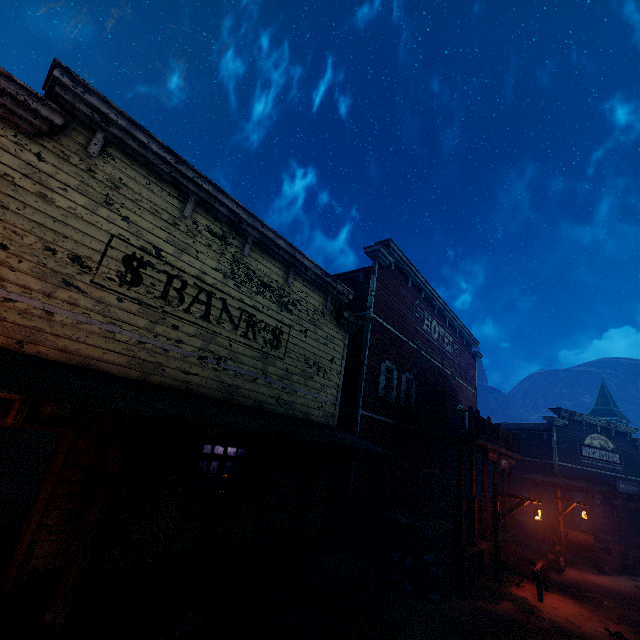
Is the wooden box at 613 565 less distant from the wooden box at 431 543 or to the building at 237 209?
the building at 237 209

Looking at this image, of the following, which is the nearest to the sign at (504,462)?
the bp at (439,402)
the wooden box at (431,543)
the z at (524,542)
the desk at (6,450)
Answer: the bp at (439,402)

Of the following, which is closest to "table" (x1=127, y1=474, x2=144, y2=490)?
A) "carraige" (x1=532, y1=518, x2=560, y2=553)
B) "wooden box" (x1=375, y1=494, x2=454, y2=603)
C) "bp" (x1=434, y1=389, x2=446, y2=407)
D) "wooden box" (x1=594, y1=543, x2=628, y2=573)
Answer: "wooden box" (x1=375, y1=494, x2=454, y2=603)

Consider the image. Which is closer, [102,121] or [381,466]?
[102,121]

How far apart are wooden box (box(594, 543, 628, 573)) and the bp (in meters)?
10.63

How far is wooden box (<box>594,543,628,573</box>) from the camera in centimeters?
1639cm

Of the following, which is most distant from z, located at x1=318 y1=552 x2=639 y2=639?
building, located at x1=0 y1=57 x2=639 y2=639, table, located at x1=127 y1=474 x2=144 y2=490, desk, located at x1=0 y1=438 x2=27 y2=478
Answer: desk, located at x1=0 y1=438 x2=27 y2=478

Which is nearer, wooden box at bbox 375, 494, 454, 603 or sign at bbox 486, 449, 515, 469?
wooden box at bbox 375, 494, 454, 603
